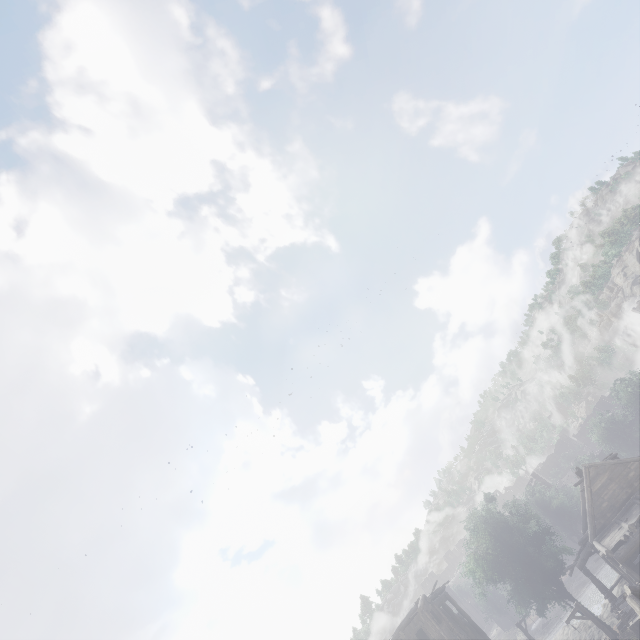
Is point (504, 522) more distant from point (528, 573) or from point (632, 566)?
point (632, 566)

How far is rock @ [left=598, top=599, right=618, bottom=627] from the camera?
31.1 meters

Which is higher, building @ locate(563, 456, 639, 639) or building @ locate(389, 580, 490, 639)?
building @ locate(389, 580, 490, 639)

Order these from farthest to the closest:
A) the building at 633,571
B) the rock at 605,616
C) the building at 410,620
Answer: the rock at 605,616 → the building at 410,620 → the building at 633,571

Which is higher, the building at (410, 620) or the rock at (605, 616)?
the building at (410, 620)

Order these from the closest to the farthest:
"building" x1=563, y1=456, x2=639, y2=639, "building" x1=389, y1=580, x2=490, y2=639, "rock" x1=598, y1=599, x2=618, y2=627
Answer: "building" x1=563, y1=456, x2=639, y2=639, "building" x1=389, y1=580, x2=490, y2=639, "rock" x1=598, y1=599, x2=618, y2=627

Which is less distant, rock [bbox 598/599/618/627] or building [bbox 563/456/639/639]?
building [bbox 563/456/639/639]
